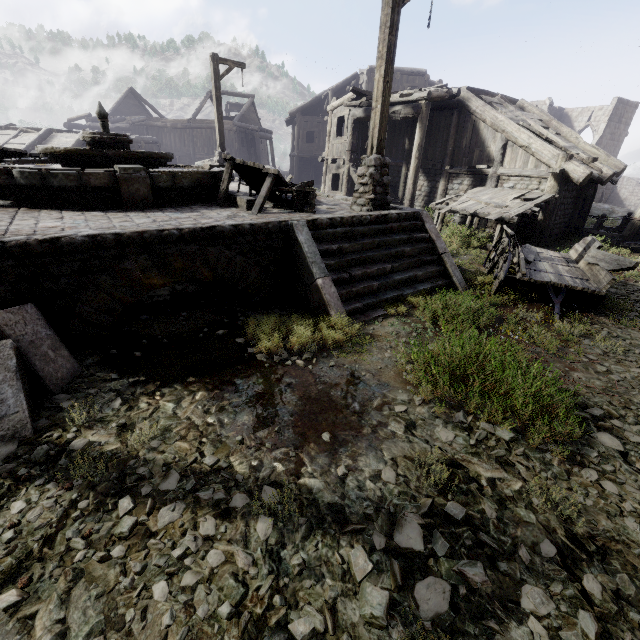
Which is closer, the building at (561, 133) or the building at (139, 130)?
the building at (561, 133)

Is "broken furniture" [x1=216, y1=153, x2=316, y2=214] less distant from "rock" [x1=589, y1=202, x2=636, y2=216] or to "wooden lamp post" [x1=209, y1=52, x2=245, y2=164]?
"wooden lamp post" [x1=209, y1=52, x2=245, y2=164]

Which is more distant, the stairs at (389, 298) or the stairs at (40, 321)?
the stairs at (389, 298)

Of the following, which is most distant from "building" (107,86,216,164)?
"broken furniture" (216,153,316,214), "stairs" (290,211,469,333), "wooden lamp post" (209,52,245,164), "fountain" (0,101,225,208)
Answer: "fountain" (0,101,225,208)

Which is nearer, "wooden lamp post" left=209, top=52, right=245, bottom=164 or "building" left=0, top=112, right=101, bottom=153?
"wooden lamp post" left=209, top=52, right=245, bottom=164

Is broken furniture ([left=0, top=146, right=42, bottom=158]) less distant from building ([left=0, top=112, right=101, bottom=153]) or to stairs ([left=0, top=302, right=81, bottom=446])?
stairs ([left=0, top=302, right=81, bottom=446])

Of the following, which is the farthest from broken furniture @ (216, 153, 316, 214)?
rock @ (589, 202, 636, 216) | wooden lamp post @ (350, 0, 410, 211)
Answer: rock @ (589, 202, 636, 216)

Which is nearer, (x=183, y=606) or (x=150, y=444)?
(x=183, y=606)
